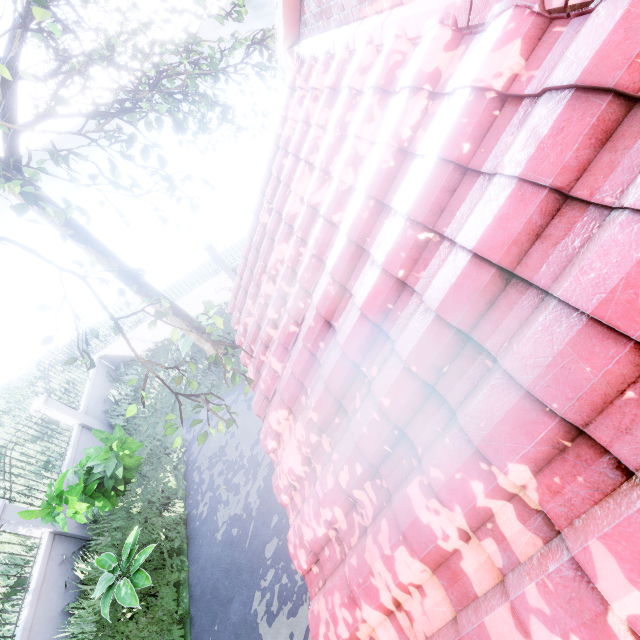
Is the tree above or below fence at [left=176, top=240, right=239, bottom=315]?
above

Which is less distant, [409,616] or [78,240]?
[409,616]

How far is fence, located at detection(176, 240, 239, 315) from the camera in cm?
1220

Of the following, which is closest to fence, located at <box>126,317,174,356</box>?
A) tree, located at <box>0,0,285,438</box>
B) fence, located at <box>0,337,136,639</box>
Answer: fence, located at <box>0,337,136,639</box>

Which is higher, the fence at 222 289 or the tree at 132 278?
the tree at 132 278

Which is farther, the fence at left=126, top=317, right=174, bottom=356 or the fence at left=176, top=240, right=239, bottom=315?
the fence at left=126, top=317, right=174, bottom=356
